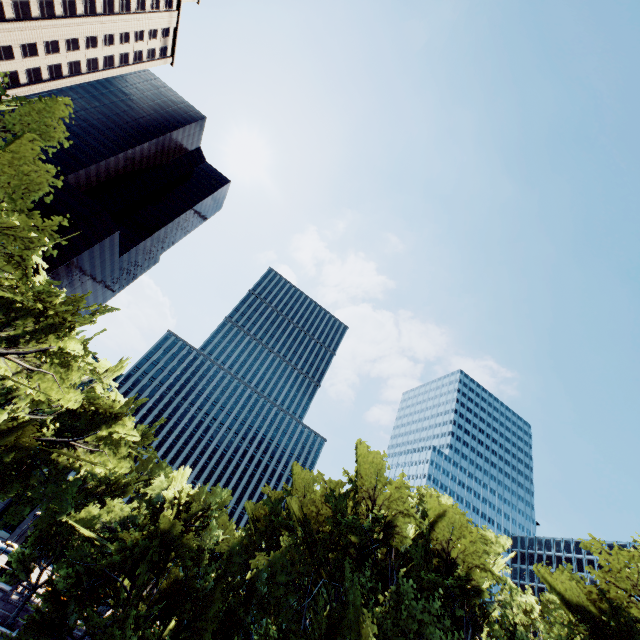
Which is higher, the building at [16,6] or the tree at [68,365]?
the building at [16,6]

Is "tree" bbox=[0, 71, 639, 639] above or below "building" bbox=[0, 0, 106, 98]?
below

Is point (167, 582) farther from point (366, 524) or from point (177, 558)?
point (366, 524)

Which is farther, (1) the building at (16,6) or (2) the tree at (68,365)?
(1) the building at (16,6)

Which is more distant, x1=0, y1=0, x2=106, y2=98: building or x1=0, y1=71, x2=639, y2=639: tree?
x1=0, y1=0, x2=106, y2=98: building
